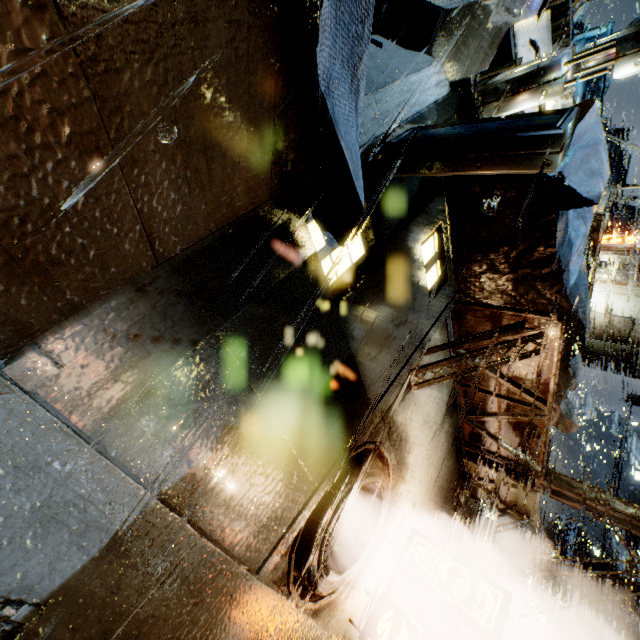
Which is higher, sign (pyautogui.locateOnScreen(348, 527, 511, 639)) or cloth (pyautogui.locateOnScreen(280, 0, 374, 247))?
cloth (pyautogui.locateOnScreen(280, 0, 374, 247))

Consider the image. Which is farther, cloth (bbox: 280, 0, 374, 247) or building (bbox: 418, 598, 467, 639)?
building (bbox: 418, 598, 467, 639)

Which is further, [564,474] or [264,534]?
[564,474]

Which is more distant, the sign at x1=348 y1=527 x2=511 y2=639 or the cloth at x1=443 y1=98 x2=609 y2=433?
the sign at x1=348 y1=527 x2=511 y2=639

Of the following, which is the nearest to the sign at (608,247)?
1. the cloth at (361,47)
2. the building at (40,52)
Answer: the building at (40,52)

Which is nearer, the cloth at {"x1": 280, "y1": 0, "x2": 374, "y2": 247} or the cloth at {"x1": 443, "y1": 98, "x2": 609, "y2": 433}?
the cloth at {"x1": 280, "y1": 0, "x2": 374, "y2": 247}

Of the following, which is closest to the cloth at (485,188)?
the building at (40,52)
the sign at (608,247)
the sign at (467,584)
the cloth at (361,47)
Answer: the building at (40,52)

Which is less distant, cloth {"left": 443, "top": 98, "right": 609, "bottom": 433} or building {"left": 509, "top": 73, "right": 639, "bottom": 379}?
cloth {"left": 443, "top": 98, "right": 609, "bottom": 433}
